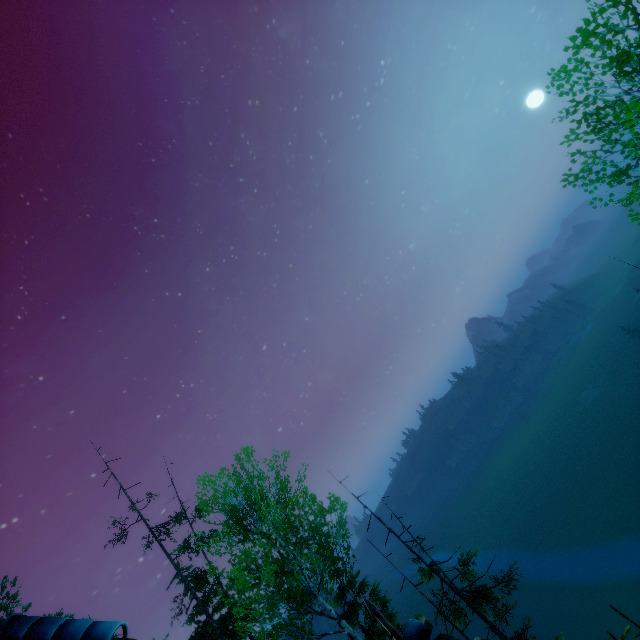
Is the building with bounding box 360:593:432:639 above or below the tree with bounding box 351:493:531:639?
above

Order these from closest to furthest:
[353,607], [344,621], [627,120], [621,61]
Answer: [621,61] < [627,120] < [344,621] < [353,607]

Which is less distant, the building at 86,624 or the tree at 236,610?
the building at 86,624

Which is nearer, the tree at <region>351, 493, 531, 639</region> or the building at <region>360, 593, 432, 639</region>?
the building at <region>360, 593, 432, 639</region>

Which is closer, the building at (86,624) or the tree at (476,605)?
the building at (86,624)

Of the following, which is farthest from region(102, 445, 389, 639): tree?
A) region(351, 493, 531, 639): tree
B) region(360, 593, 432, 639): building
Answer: region(360, 593, 432, 639): building
